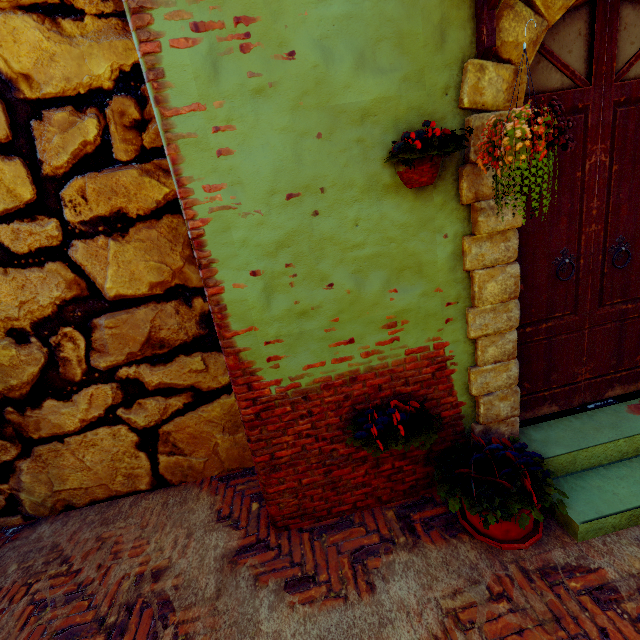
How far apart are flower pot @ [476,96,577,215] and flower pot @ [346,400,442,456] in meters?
1.3 m

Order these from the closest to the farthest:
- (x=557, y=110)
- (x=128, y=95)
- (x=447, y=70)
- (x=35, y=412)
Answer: (x=557, y=110) < (x=447, y=70) < (x=128, y=95) < (x=35, y=412)

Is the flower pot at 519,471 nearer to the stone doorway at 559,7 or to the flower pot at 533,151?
the stone doorway at 559,7

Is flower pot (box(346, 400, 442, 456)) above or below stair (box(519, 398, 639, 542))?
above

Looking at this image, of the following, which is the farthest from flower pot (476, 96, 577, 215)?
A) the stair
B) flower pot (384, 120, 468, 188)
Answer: the stair

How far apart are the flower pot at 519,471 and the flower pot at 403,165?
1.84m

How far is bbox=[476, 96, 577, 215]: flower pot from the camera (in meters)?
1.31

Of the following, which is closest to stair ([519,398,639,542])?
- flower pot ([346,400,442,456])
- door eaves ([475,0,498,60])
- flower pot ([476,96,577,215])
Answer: flower pot ([346,400,442,456])
